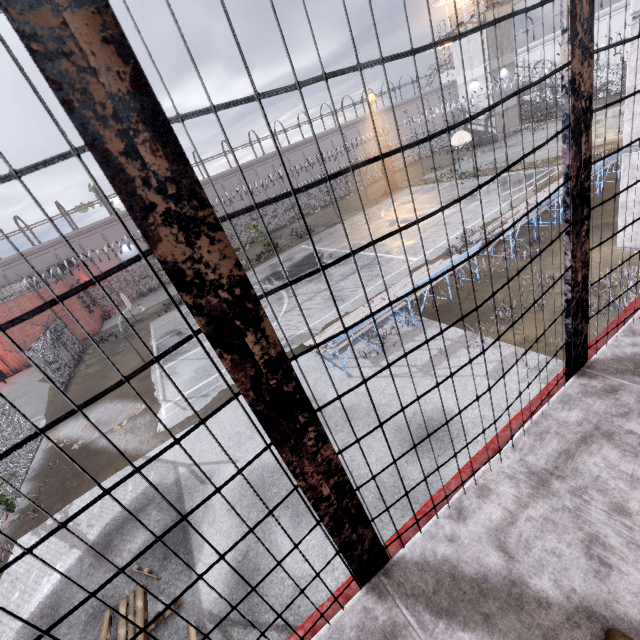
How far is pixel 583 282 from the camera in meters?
2.1

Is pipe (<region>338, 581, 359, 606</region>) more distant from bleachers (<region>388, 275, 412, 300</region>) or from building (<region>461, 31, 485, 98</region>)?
building (<region>461, 31, 485, 98</region>)

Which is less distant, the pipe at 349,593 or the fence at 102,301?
the pipe at 349,593

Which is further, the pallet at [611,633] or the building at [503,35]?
the building at [503,35]

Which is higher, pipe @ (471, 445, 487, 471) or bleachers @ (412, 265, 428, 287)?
pipe @ (471, 445, 487, 471)

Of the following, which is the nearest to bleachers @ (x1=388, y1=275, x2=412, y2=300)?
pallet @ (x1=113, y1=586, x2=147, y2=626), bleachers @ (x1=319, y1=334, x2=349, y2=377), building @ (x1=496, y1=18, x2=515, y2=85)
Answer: bleachers @ (x1=319, y1=334, x2=349, y2=377)

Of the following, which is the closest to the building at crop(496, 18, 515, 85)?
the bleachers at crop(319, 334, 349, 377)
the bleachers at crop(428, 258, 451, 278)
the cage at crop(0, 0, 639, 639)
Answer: the bleachers at crop(428, 258, 451, 278)

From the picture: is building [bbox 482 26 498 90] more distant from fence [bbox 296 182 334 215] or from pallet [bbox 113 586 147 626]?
pallet [bbox 113 586 147 626]
